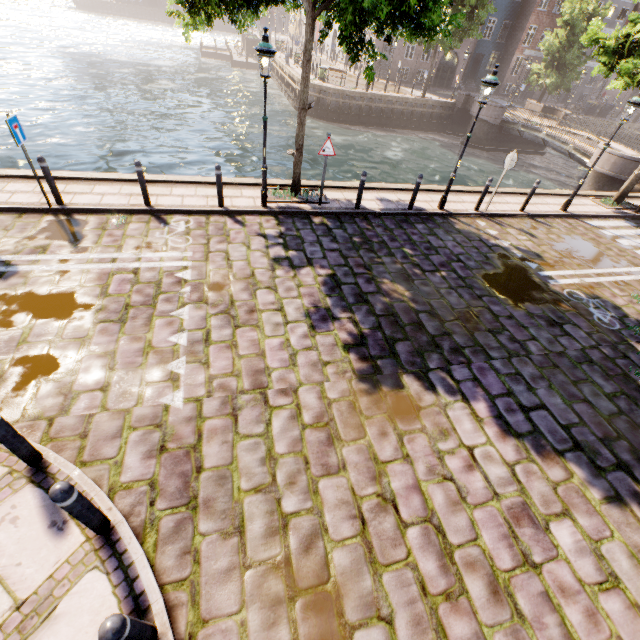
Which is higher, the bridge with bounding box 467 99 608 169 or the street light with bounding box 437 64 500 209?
the street light with bounding box 437 64 500 209

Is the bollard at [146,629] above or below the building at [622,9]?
below

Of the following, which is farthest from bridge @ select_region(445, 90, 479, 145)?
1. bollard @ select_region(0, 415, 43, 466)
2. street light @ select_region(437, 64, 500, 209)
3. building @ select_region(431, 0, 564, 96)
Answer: bollard @ select_region(0, 415, 43, 466)

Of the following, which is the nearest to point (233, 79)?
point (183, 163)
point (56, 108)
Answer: point (56, 108)

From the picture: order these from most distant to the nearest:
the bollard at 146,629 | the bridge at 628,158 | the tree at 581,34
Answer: the bridge at 628,158, the tree at 581,34, the bollard at 146,629

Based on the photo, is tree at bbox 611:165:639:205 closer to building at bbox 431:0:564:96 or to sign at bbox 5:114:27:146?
building at bbox 431:0:564:96

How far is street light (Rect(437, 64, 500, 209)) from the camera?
8.4 meters

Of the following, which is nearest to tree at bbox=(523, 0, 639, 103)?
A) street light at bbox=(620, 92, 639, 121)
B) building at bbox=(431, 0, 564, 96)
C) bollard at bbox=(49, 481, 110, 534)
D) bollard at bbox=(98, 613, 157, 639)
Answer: street light at bbox=(620, 92, 639, 121)
